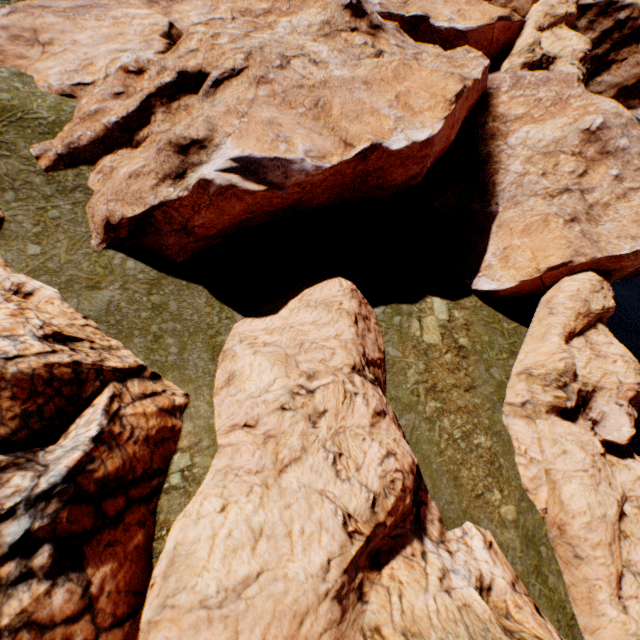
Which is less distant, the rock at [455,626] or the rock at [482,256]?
the rock at [455,626]

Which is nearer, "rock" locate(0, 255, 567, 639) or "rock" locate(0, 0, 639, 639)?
"rock" locate(0, 255, 567, 639)

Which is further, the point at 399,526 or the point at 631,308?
the point at 631,308
